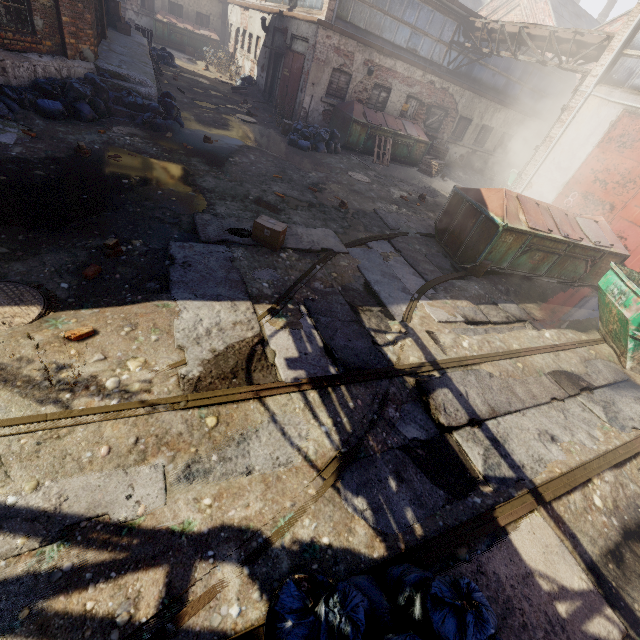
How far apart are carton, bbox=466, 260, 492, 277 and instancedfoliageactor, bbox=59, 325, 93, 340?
7.59m

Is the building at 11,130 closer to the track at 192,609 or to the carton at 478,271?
the track at 192,609

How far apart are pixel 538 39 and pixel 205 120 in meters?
12.8

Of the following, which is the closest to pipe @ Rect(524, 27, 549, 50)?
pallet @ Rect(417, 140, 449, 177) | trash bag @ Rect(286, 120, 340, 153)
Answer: pallet @ Rect(417, 140, 449, 177)

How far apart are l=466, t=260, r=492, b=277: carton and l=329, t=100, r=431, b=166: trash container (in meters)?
9.06

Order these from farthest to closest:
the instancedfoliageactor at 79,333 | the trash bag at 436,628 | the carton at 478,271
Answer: the carton at 478,271 → the instancedfoliageactor at 79,333 → the trash bag at 436,628

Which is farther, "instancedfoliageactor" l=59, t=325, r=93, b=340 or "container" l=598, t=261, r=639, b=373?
"container" l=598, t=261, r=639, b=373

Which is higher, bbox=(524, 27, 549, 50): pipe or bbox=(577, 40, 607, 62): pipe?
bbox=(524, 27, 549, 50): pipe
